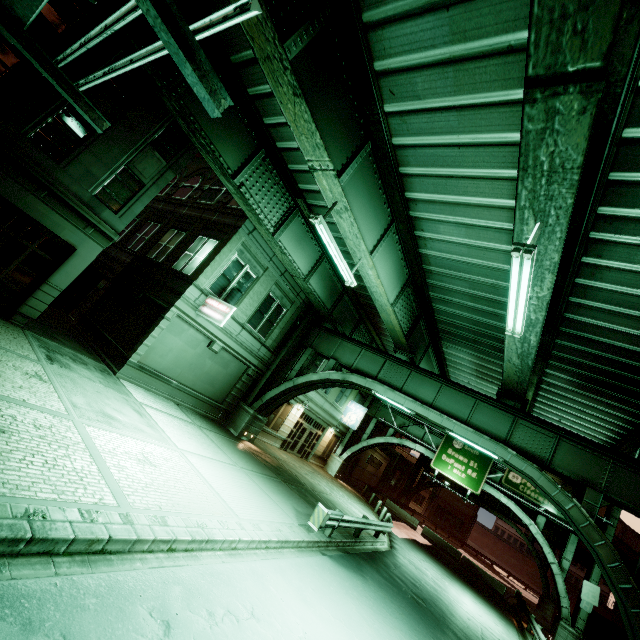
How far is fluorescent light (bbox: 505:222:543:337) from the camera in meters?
6.3

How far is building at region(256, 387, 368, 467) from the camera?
24.5m

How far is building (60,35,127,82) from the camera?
11.0m

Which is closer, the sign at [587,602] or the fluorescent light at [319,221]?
the fluorescent light at [319,221]

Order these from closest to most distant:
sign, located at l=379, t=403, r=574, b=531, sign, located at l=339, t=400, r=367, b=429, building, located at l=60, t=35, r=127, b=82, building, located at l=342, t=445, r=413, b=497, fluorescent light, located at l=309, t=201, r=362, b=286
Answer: fluorescent light, located at l=309, t=201, r=362, b=286 → building, located at l=60, t=35, r=127, b=82 → sign, located at l=379, t=403, r=574, b=531 → sign, located at l=339, t=400, r=367, b=429 → building, located at l=342, t=445, r=413, b=497

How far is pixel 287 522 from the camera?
10.88m

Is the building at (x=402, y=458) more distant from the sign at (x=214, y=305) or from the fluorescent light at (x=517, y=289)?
the fluorescent light at (x=517, y=289)

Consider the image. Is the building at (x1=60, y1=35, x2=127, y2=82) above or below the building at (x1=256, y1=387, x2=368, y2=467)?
above
